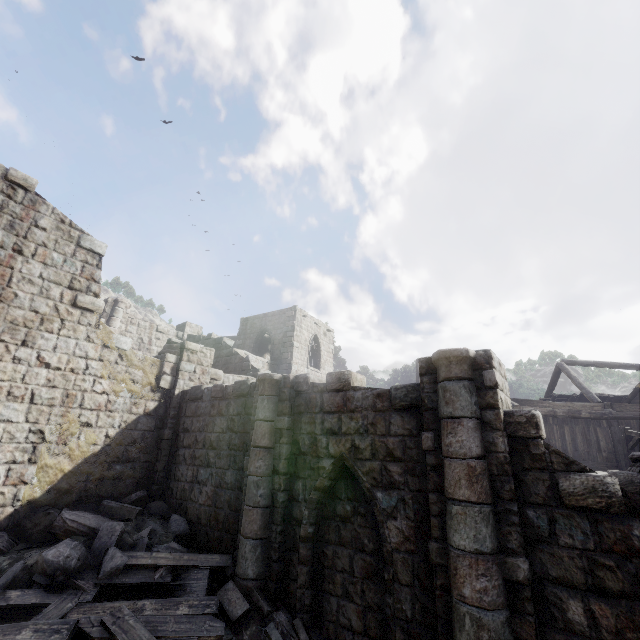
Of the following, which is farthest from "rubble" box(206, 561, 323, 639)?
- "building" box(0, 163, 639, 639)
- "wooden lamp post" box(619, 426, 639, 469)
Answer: "wooden lamp post" box(619, 426, 639, 469)

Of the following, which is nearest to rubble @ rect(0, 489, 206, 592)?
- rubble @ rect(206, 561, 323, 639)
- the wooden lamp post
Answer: rubble @ rect(206, 561, 323, 639)

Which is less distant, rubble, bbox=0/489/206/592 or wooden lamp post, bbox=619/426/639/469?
rubble, bbox=0/489/206/592

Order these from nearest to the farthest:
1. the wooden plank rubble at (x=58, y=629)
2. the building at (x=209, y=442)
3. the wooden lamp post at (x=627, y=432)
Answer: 1. the building at (x=209, y=442)
2. the wooden plank rubble at (x=58, y=629)
3. the wooden lamp post at (x=627, y=432)

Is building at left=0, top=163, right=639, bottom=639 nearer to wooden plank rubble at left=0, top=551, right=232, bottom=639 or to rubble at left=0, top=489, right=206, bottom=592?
rubble at left=0, top=489, right=206, bottom=592

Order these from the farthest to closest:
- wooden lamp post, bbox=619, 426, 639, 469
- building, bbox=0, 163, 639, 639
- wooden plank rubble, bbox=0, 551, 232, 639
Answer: wooden lamp post, bbox=619, 426, 639, 469 → wooden plank rubble, bbox=0, 551, 232, 639 → building, bbox=0, 163, 639, 639

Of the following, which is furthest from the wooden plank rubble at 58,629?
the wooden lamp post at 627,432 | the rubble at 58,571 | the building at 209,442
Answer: the wooden lamp post at 627,432

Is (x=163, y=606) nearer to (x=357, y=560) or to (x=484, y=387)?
(x=357, y=560)
